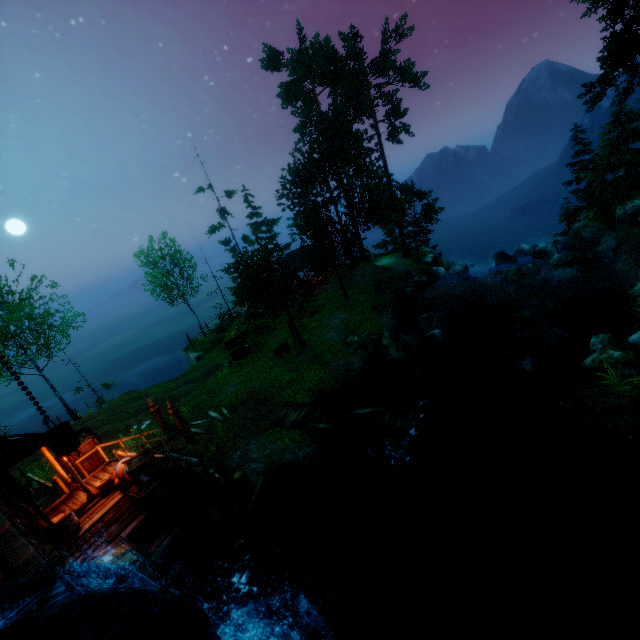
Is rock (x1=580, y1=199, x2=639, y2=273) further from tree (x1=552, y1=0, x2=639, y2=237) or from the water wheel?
the water wheel

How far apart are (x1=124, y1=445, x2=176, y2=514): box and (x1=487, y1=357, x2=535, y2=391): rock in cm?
1319

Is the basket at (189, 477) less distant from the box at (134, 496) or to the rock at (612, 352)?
the box at (134, 496)

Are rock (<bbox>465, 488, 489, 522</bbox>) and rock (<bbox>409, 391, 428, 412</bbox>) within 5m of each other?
yes

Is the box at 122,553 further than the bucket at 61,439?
Yes

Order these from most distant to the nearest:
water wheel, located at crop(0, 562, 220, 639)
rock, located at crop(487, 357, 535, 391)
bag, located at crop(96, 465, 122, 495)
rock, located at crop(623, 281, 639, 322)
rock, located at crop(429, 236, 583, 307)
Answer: rock, located at crop(429, 236, 583, 307), rock, located at crop(623, 281, 639, 322), rock, located at crop(487, 357, 535, 391), bag, located at crop(96, 465, 122, 495), water wheel, located at crop(0, 562, 220, 639)

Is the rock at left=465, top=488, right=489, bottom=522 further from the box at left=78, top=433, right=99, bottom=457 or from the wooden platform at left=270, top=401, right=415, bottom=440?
the box at left=78, top=433, right=99, bottom=457

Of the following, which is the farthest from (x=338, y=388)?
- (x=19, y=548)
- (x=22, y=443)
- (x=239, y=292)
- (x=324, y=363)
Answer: (x=19, y=548)
